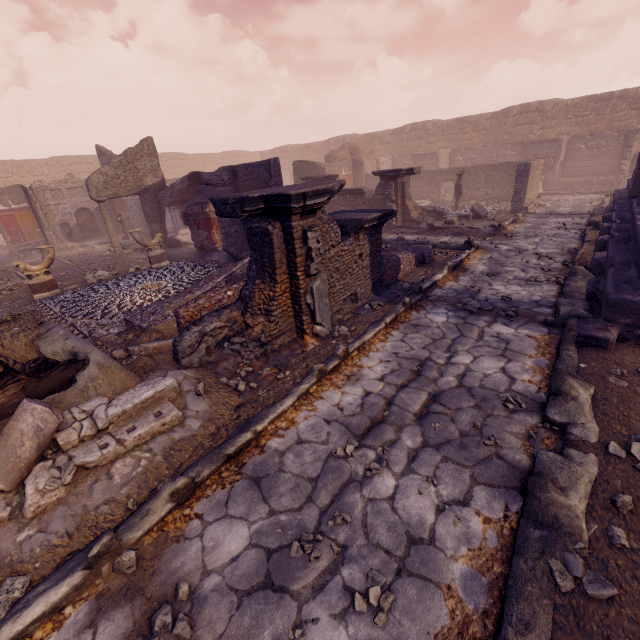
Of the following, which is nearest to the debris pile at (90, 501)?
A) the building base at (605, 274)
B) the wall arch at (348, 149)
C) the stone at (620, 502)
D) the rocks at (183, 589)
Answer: the rocks at (183, 589)

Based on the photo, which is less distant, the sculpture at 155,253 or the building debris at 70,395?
the building debris at 70,395

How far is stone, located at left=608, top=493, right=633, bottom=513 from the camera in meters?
2.2 m

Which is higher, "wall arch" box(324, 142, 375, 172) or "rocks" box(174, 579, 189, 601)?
"wall arch" box(324, 142, 375, 172)

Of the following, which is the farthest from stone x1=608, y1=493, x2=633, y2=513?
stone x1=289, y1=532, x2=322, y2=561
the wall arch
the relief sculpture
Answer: the wall arch

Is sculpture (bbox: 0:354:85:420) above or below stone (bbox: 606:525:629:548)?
above

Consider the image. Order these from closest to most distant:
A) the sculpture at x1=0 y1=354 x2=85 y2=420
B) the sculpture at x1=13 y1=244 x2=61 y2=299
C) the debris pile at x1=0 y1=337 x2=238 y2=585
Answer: the debris pile at x1=0 y1=337 x2=238 y2=585 → the sculpture at x1=0 y1=354 x2=85 y2=420 → the sculpture at x1=13 y1=244 x2=61 y2=299

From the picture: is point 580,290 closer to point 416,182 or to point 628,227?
point 628,227
